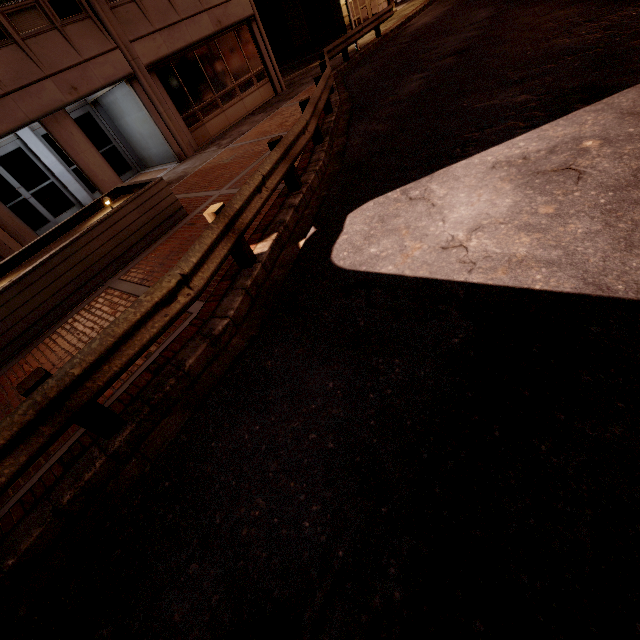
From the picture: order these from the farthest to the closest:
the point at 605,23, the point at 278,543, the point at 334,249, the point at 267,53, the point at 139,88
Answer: the point at 267,53, the point at 139,88, the point at 605,23, the point at 334,249, the point at 278,543

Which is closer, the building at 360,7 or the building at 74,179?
the building at 74,179

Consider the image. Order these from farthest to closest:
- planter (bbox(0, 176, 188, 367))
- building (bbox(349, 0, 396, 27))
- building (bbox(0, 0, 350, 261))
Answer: building (bbox(349, 0, 396, 27))
building (bbox(0, 0, 350, 261))
planter (bbox(0, 176, 188, 367))

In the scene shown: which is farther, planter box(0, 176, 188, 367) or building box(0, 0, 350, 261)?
building box(0, 0, 350, 261)

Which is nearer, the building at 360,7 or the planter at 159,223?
the planter at 159,223

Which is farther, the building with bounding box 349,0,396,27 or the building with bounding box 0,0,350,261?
the building with bounding box 349,0,396,27
